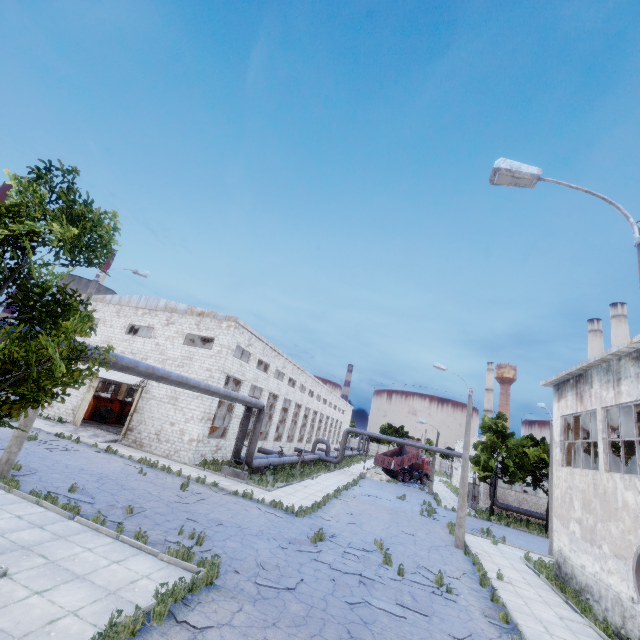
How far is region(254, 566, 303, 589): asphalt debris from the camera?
9.02m

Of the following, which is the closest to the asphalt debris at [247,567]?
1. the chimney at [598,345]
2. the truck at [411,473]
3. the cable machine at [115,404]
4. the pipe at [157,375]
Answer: the pipe at [157,375]

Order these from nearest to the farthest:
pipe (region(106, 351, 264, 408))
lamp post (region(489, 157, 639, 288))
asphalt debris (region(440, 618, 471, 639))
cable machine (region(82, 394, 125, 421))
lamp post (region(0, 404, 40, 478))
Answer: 1. lamp post (region(489, 157, 639, 288))
2. asphalt debris (region(440, 618, 471, 639))
3. pipe (region(106, 351, 264, 408))
4. lamp post (region(0, 404, 40, 478))
5. cable machine (region(82, 394, 125, 421))

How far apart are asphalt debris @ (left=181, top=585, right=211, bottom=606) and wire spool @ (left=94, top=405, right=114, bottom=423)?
27.52m

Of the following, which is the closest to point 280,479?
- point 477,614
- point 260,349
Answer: point 260,349

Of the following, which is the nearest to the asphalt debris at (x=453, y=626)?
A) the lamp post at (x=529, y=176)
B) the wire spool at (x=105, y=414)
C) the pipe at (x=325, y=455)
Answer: the lamp post at (x=529, y=176)

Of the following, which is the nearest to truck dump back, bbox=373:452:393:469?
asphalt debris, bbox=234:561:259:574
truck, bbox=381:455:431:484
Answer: truck, bbox=381:455:431:484

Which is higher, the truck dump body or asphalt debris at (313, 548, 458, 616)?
the truck dump body
